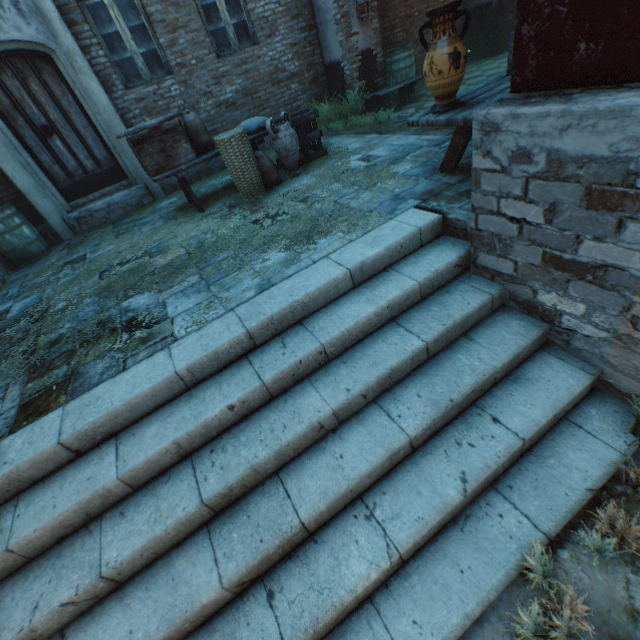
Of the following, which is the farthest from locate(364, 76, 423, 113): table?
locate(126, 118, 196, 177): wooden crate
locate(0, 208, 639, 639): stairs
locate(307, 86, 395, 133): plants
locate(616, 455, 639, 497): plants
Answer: locate(616, 455, 639, 497): plants

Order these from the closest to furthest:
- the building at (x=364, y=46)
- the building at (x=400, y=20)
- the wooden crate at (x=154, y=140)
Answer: the wooden crate at (x=154, y=140), the building at (x=364, y=46), the building at (x=400, y=20)

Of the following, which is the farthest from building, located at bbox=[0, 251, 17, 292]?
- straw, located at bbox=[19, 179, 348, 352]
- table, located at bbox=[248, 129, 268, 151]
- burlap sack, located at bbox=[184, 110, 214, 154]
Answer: burlap sack, located at bbox=[184, 110, 214, 154]

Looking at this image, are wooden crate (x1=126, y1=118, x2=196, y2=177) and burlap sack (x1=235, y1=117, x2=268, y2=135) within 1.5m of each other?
yes

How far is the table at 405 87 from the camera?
7.0m

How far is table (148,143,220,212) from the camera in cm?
491

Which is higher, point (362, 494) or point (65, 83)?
point (65, 83)

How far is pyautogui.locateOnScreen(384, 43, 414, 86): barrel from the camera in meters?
7.3 m
